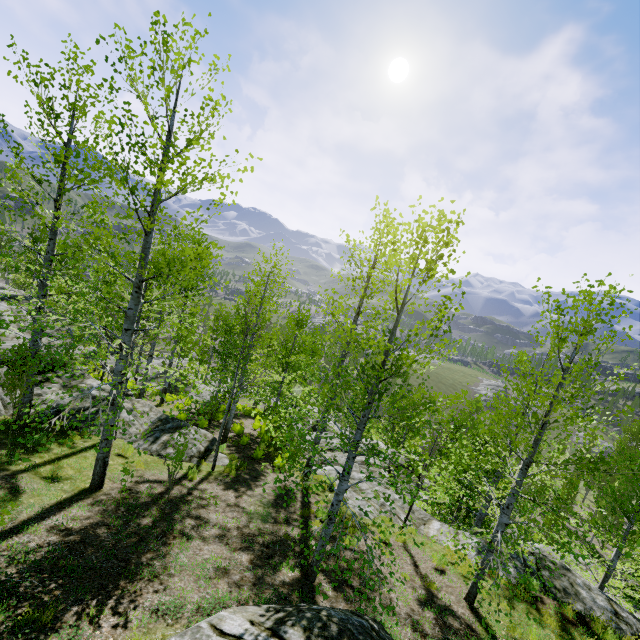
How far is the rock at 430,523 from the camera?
10.8m

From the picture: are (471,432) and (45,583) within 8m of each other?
yes

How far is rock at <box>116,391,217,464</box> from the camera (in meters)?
11.73

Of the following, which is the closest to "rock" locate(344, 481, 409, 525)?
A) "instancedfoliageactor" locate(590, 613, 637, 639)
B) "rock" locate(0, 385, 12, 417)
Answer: "instancedfoliageactor" locate(590, 613, 637, 639)

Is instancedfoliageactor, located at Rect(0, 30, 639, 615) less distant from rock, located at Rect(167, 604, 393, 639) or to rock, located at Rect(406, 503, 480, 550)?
rock, located at Rect(406, 503, 480, 550)

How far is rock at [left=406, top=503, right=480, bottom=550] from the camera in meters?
10.8

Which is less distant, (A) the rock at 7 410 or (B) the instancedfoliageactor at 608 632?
(B) the instancedfoliageactor at 608 632

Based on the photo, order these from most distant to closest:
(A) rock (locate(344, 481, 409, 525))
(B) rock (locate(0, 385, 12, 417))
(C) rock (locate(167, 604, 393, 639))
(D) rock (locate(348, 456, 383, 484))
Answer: (D) rock (locate(348, 456, 383, 484)), (A) rock (locate(344, 481, 409, 525)), (B) rock (locate(0, 385, 12, 417)), (C) rock (locate(167, 604, 393, 639))
